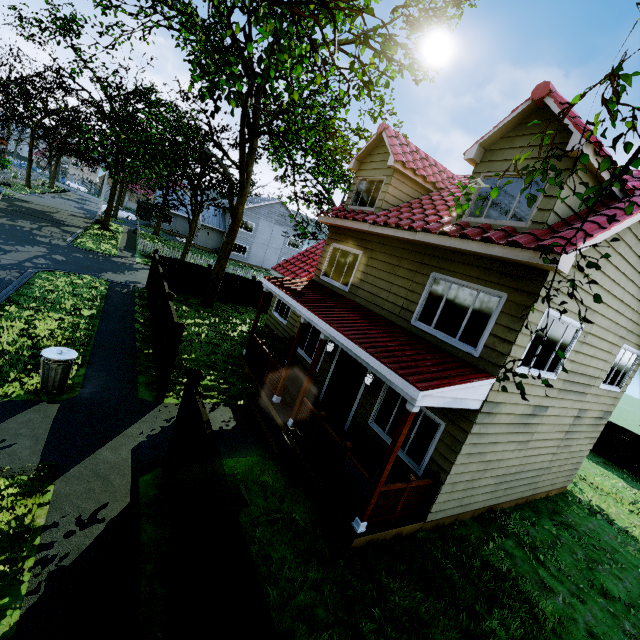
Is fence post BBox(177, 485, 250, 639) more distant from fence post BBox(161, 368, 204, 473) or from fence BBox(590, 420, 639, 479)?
fence post BBox(161, 368, 204, 473)

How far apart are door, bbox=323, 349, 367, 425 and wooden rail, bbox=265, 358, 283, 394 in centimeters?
176cm

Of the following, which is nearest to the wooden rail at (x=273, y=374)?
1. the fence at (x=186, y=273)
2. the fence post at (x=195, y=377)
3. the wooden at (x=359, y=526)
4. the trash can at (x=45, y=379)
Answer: the fence at (x=186, y=273)

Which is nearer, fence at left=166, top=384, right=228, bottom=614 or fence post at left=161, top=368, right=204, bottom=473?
fence at left=166, top=384, right=228, bottom=614

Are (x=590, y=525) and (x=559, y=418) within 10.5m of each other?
yes

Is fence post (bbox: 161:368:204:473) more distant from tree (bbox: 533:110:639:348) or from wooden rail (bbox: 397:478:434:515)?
wooden rail (bbox: 397:478:434:515)

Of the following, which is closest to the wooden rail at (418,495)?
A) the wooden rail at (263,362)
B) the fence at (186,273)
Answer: the fence at (186,273)

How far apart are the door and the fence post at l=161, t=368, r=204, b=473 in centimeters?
475cm
